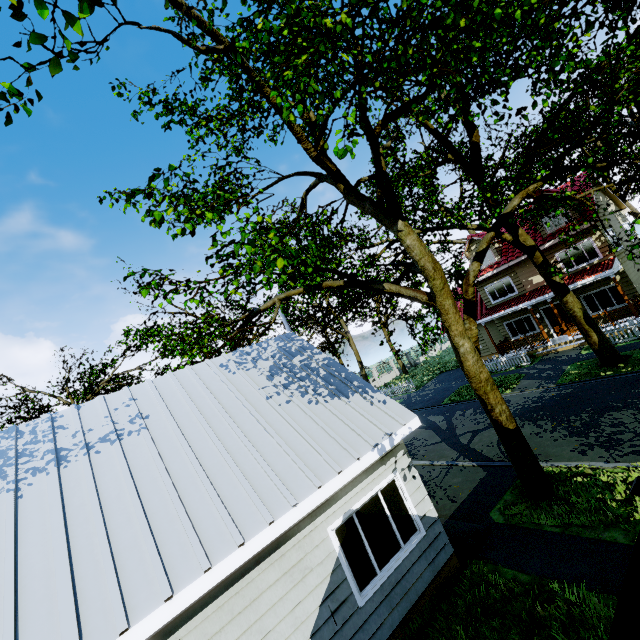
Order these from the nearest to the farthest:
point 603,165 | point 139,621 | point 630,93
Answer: point 139,621
point 603,165
point 630,93

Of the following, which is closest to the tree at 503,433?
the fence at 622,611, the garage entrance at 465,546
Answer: the fence at 622,611

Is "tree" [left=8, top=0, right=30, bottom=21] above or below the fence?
above

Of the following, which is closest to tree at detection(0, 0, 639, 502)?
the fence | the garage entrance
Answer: the fence

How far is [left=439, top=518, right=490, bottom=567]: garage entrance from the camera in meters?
7.1

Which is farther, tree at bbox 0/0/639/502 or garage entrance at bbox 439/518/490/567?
garage entrance at bbox 439/518/490/567

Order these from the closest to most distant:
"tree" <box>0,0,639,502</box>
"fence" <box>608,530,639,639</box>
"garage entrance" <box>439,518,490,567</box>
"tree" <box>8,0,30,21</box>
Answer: Result:
"fence" <box>608,530,639,639</box>
"tree" <box>8,0,30,21</box>
"tree" <box>0,0,639,502</box>
"garage entrance" <box>439,518,490,567</box>
